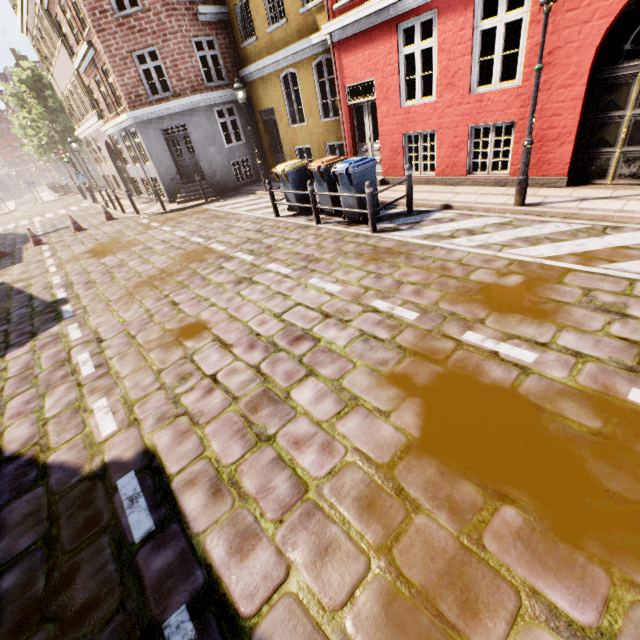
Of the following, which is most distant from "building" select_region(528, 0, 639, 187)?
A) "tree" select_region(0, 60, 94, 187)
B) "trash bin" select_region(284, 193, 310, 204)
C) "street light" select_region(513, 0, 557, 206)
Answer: "street light" select_region(513, 0, 557, 206)

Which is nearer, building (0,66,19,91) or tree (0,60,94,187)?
tree (0,60,94,187)

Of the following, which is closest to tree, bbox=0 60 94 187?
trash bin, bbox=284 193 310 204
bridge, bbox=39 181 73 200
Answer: bridge, bbox=39 181 73 200

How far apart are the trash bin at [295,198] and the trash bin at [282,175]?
0.44m

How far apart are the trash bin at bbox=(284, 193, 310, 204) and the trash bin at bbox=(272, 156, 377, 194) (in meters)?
0.44

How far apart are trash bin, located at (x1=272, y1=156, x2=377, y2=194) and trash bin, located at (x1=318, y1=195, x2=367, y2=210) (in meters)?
0.37

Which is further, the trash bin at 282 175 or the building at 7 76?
the building at 7 76

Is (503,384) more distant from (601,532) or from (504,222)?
(504,222)
